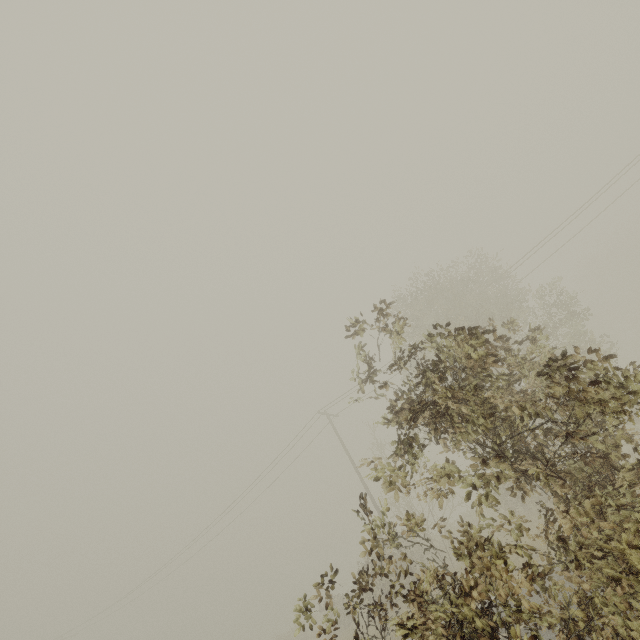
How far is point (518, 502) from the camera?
18.0m
